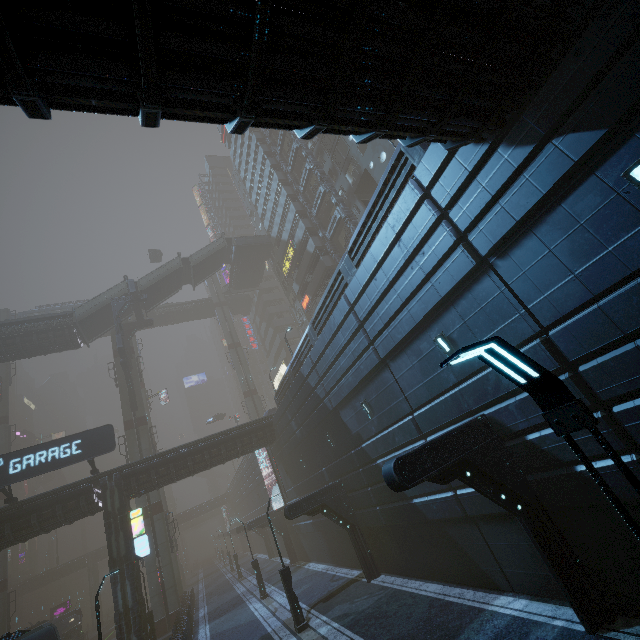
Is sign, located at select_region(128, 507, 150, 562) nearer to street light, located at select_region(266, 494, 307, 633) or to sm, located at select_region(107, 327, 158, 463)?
sm, located at select_region(107, 327, 158, 463)

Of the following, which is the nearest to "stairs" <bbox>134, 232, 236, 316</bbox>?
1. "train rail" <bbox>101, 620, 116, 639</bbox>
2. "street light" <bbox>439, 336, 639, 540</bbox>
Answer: "train rail" <bbox>101, 620, 116, 639</bbox>

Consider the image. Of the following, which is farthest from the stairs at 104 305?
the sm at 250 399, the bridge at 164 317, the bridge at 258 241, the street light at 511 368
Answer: the street light at 511 368

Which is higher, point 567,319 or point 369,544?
point 567,319

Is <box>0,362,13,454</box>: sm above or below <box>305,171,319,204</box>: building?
below

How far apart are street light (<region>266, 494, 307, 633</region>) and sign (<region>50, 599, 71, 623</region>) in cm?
5196

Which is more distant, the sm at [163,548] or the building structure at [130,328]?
the building structure at [130,328]

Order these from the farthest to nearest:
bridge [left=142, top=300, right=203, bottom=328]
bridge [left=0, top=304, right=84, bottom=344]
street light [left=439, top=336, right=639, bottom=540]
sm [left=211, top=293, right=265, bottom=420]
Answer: bridge [left=142, top=300, right=203, bottom=328] < sm [left=211, top=293, right=265, bottom=420] < bridge [left=0, top=304, right=84, bottom=344] < street light [left=439, top=336, right=639, bottom=540]
